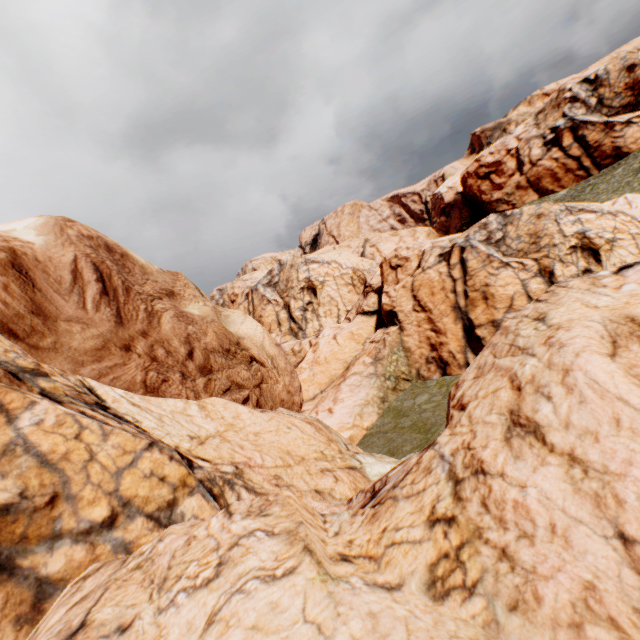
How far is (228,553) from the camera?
3.10m
